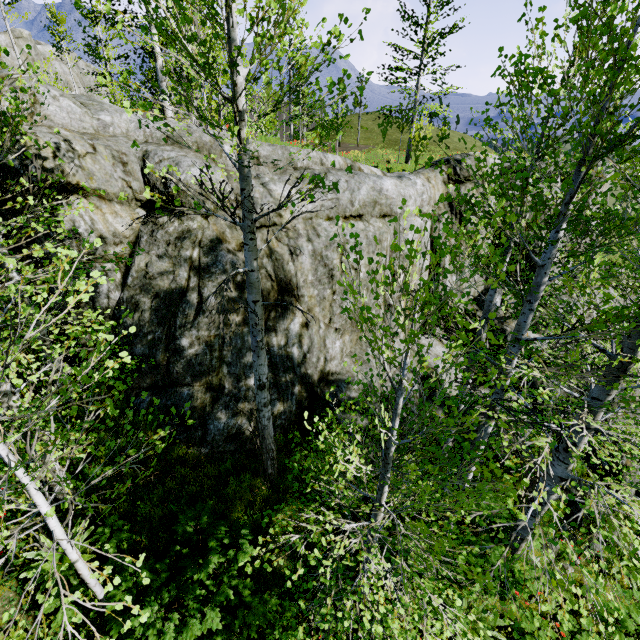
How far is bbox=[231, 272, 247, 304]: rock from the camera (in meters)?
6.97

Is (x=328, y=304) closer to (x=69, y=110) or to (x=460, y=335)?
(x=460, y=335)

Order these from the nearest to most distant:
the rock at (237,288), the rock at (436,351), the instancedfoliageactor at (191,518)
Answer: the instancedfoliageactor at (191,518), the rock at (237,288), the rock at (436,351)

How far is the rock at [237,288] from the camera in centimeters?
697cm

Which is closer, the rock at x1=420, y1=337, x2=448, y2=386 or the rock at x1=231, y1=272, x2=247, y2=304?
the rock at x1=231, y1=272, x2=247, y2=304

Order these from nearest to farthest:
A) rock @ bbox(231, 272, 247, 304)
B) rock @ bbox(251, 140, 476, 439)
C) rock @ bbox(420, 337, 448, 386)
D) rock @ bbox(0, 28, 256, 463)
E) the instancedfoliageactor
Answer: the instancedfoliageactor → rock @ bbox(0, 28, 256, 463) → rock @ bbox(231, 272, 247, 304) → rock @ bbox(251, 140, 476, 439) → rock @ bbox(420, 337, 448, 386)
